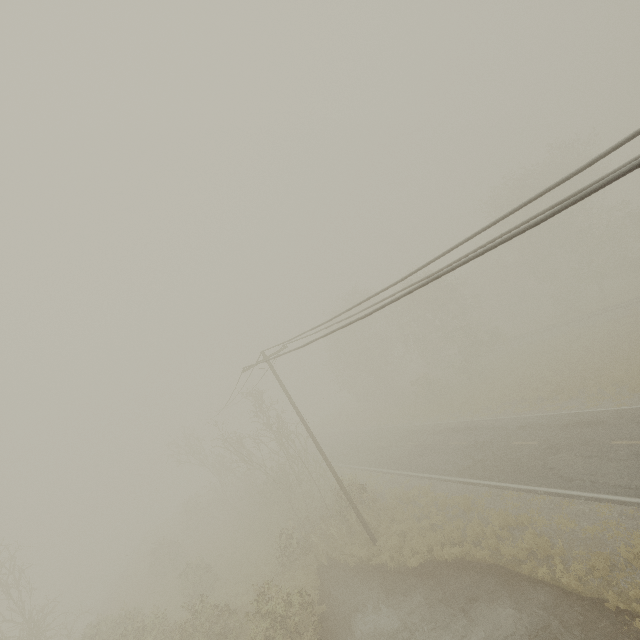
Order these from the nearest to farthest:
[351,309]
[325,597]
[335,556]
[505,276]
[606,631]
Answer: [606,631] < [351,309] < [325,597] < [335,556] < [505,276]
